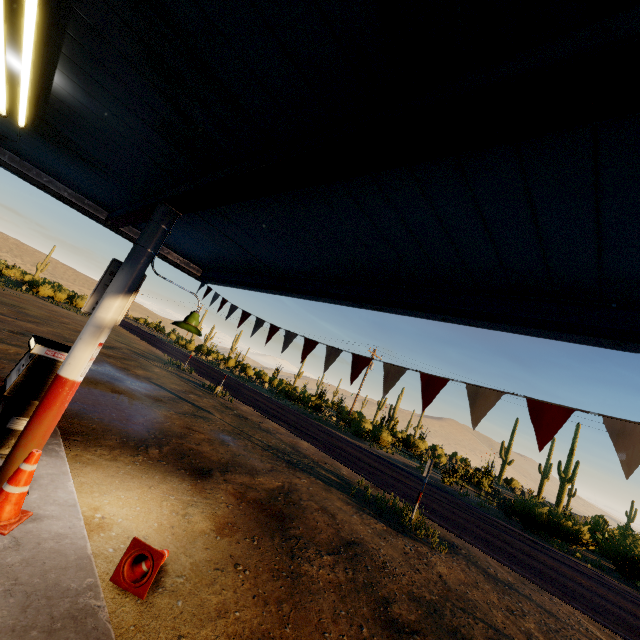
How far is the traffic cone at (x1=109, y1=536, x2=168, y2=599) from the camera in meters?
3.3

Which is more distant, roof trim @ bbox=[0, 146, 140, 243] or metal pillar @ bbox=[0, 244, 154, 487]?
roof trim @ bbox=[0, 146, 140, 243]

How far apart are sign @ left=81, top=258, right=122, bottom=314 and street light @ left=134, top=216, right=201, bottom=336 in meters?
0.2

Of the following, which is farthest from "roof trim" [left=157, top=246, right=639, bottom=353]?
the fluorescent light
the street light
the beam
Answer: the fluorescent light

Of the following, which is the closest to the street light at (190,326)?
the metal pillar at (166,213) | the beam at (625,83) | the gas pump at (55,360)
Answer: the metal pillar at (166,213)

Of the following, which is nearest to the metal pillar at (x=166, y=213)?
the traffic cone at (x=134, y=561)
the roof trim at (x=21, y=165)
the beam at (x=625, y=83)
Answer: the beam at (x=625, y=83)

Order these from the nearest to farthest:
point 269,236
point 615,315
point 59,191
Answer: point 615,315
point 269,236
point 59,191

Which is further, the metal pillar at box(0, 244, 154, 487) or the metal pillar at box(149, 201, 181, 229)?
the metal pillar at box(149, 201, 181, 229)
